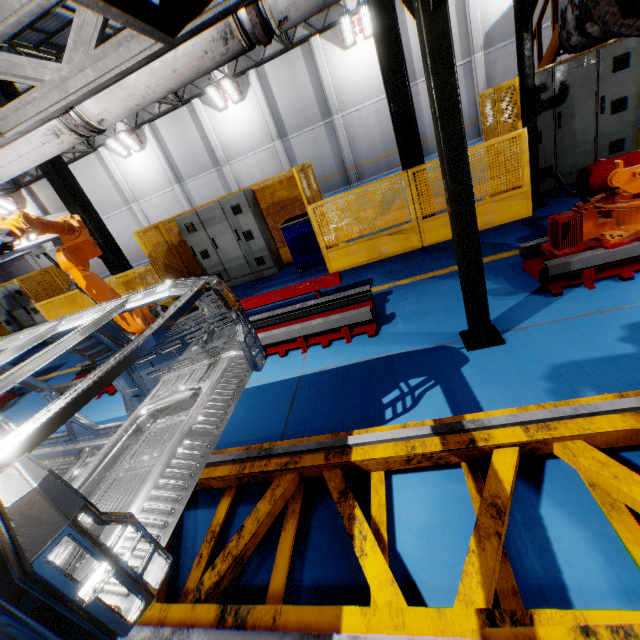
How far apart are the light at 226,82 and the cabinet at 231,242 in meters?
14.4 m

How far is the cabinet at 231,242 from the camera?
8.02m

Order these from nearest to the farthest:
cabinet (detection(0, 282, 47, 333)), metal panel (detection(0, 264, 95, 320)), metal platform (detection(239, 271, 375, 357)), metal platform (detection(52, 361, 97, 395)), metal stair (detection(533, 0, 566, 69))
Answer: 1. metal platform (detection(239, 271, 375, 357))
2. metal platform (detection(52, 361, 97, 395))
3. metal stair (detection(533, 0, 566, 69))
4. metal panel (detection(0, 264, 95, 320))
5. cabinet (detection(0, 282, 47, 333))

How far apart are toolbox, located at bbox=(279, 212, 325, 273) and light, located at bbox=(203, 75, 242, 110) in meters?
15.8 m

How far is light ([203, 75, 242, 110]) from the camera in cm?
1852

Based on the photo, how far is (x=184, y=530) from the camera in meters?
2.6 m

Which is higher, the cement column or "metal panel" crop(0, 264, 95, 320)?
the cement column

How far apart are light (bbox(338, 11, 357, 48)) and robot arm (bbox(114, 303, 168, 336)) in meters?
18.4
